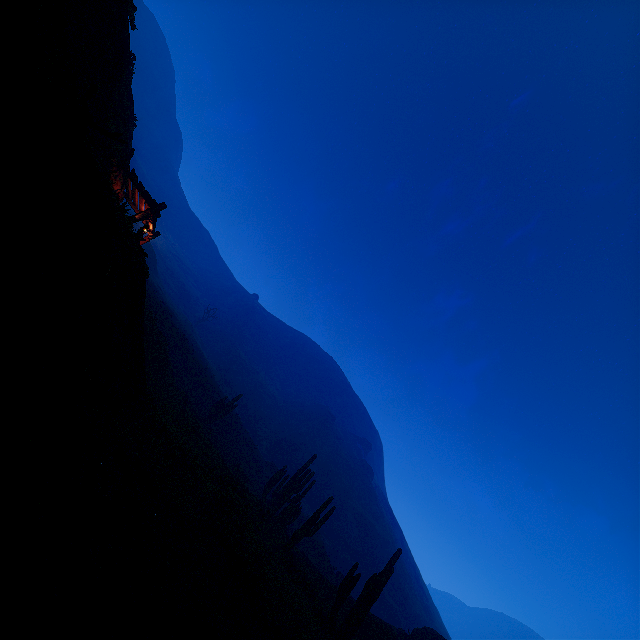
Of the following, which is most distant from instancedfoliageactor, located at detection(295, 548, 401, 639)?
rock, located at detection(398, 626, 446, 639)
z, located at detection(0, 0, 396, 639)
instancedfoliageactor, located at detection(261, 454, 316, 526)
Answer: rock, located at detection(398, 626, 446, 639)

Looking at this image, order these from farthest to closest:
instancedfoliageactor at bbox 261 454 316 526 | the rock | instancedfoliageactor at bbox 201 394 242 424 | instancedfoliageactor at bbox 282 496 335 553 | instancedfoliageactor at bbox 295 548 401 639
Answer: instancedfoliageactor at bbox 201 394 242 424 → instancedfoliageactor at bbox 261 454 316 526 → the rock → instancedfoliageactor at bbox 282 496 335 553 → instancedfoliageactor at bbox 295 548 401 639

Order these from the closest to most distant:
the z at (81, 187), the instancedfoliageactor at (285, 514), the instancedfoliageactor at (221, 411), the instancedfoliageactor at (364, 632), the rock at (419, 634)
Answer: the z at (81, 187), the instancedfoliageactor at (364, 632), the rock at (419, 634), the instancedfoliageactor at (285, 514), the instancedfoliageactor at (221, 411)

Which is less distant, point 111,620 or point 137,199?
point 111,620

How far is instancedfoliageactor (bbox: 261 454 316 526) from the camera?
22.20m

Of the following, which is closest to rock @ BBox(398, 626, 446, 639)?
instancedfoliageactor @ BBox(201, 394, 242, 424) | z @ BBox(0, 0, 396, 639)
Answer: z @ BBox(0, 0, 396, 639)

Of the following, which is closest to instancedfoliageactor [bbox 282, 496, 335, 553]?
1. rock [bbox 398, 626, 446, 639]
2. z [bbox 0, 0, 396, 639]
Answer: z [bbox 0, 0, 396, 639]

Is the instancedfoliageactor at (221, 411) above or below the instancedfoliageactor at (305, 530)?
above
